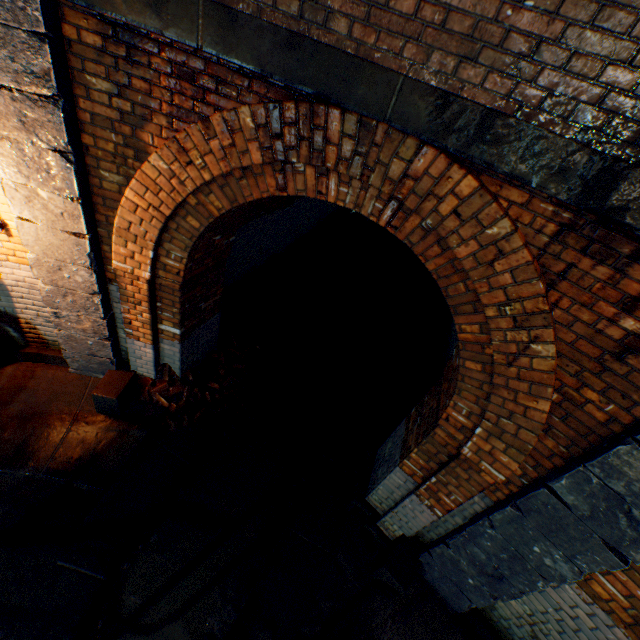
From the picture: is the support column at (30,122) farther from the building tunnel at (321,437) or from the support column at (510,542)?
the support column at (510,542)

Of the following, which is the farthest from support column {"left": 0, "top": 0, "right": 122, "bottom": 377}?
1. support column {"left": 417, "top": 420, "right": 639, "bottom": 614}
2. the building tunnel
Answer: support column {"left": 417, "top": 420, "right": 639, "bottom": 614}

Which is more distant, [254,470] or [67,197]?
[254,470]

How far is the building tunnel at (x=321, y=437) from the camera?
5.9m

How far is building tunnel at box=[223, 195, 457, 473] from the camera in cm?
591

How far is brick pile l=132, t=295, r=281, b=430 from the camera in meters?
4.8

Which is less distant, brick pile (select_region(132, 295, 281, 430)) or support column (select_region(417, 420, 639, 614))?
support column (select_region(417, 420, 639, 614))

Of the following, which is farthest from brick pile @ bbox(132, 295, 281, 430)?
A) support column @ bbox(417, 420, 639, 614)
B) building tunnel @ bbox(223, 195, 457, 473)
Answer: support column @ bbox(417, 420, 639, 614)
